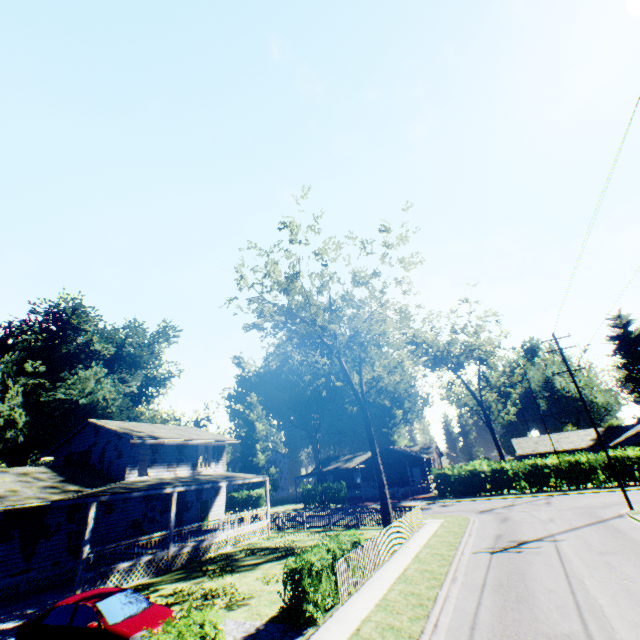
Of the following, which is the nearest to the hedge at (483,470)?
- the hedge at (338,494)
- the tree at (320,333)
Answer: the hedge at (338,494)

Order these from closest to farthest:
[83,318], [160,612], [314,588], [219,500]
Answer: [160,612]
[314,588]
[219,500]
[83,318]

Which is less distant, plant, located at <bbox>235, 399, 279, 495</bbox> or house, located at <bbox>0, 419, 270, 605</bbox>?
house, located at <bbox>0, 419, 270, 605</bbox>

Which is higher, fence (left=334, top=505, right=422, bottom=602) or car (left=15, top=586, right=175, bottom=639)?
car (left=15, top=586, right=175, bottom=639)

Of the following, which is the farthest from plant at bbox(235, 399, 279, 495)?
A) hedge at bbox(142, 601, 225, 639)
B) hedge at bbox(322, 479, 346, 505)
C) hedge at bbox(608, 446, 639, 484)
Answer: hedge at bbox(142, 601, 225, 639)

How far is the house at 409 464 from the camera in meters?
45.2 m

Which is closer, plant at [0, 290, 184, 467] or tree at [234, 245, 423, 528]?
tree at [234, 245, 423, 528]

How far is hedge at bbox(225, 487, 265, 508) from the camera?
47.8m
